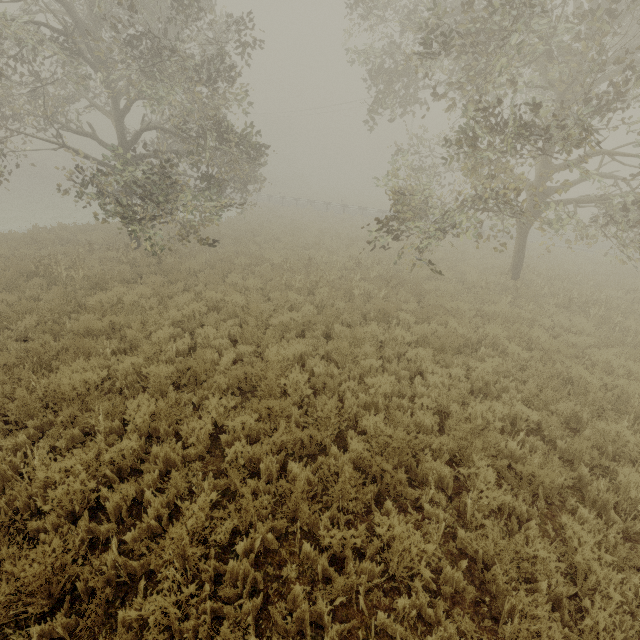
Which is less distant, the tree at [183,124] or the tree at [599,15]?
the tree at [599,15]

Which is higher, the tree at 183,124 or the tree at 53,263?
the tree at 183,124

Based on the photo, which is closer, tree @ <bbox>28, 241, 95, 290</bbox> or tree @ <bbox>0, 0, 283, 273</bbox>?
tree @ <bbox>0, 0, 283, 273</bbox>

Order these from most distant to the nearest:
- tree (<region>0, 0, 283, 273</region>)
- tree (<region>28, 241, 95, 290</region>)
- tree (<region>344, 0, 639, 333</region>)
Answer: tree (<region>28, 241, 95, 290</region>) → tree (<region>0, 0, 283, 273</region>) → tree (<region>344, 0, 639, 333</region>)

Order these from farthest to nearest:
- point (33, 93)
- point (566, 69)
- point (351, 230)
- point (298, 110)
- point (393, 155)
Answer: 1. point (298, 110)
2. point (351, 230)
3. point (393, 155)
4. point (33, 93)
5. point (566, 69)

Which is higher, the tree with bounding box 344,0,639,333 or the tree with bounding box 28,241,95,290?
the tree with bounding box 344,0,639,333

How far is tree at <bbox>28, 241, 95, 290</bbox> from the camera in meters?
10.1

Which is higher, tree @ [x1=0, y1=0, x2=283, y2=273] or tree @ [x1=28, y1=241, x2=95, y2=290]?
tree @ [x1=0, y1=0, x2=283, y2=273]
